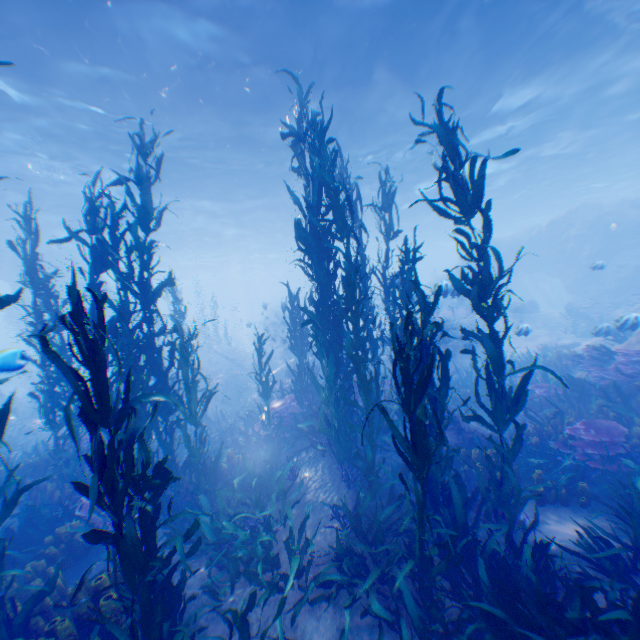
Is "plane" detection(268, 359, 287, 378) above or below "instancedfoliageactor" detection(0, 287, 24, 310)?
below

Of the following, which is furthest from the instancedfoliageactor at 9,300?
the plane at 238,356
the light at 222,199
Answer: the light at 222,199

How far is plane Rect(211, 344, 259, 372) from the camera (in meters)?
20.75

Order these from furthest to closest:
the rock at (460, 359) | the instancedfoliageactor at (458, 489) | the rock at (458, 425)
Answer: the rock at (460, 359) < the rock at (458, 425) < the instancedfoliageactor at (458, 489)

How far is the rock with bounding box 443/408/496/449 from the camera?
7.9 meters

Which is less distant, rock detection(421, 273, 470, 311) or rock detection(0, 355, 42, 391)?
rock detection(0, 355, 42, 391)

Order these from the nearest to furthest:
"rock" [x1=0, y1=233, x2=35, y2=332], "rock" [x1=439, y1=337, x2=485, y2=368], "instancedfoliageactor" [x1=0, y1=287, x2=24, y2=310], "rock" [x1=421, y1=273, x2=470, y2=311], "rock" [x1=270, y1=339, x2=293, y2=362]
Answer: "instancedfoliageactor" [x1=0, y1=287, x2=24, y2=310]
"rock" [x1=421, y1=273, x2=470, y2=311]
"rock" [x1=439, y1=337, x2=485, y2=368]
"rock" [x1=270, y1=339, x2=293, y2=362]
"rock" [x1=0, y1=233, x2=35, y2=332]

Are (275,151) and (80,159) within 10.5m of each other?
yes
